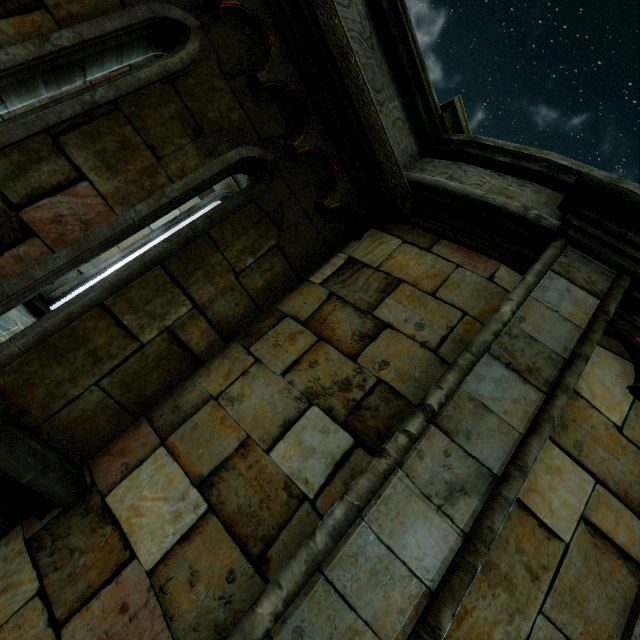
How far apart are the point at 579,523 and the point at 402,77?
3.9 meters

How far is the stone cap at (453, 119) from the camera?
3.33m

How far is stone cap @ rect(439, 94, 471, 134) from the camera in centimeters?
333cm
